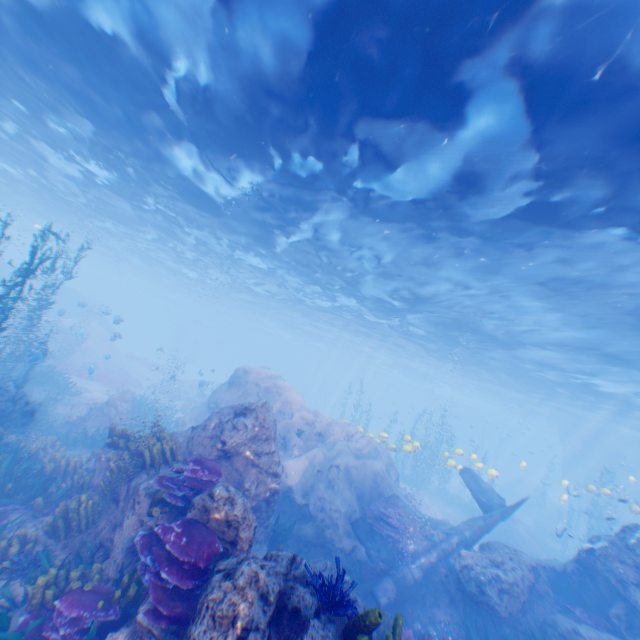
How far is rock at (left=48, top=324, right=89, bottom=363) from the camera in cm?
2438

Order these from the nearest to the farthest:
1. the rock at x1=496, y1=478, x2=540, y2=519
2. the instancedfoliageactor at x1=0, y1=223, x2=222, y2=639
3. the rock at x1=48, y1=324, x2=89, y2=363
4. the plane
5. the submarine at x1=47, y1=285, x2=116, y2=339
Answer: the instancedfoliageactor at x1=0, y1=223, x2=222, y2=639 → the plane → the submarine at x1=47, y1=285, x2=116, y2=339 → the rock at x1=48, y1=324, x2=89, y2=363 → the rock at x1=496, y1=478, x2=540, y2=519

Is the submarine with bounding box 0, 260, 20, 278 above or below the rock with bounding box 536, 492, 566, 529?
above

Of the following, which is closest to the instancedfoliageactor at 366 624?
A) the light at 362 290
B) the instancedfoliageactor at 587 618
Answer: the instancedfoliageactor at 587 618

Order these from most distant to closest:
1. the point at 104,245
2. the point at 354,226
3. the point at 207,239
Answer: the point at 104,245, the point at 207,239, the point at 354,226

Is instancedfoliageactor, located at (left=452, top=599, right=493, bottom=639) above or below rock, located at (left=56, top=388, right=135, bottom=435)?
below

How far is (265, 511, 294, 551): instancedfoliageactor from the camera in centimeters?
963cm

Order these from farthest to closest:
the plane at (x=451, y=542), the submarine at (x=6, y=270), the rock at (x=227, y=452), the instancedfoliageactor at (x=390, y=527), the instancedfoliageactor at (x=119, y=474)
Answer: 1. the submarine at (x=6, y=270)
2. the instancedfoliageactor at (x=390, y=527)
3. the plane at (x=451, y=542)
4. the instancedfoliageactor at (x=119, y=474)
5. the rock at (x=227, y=452)
